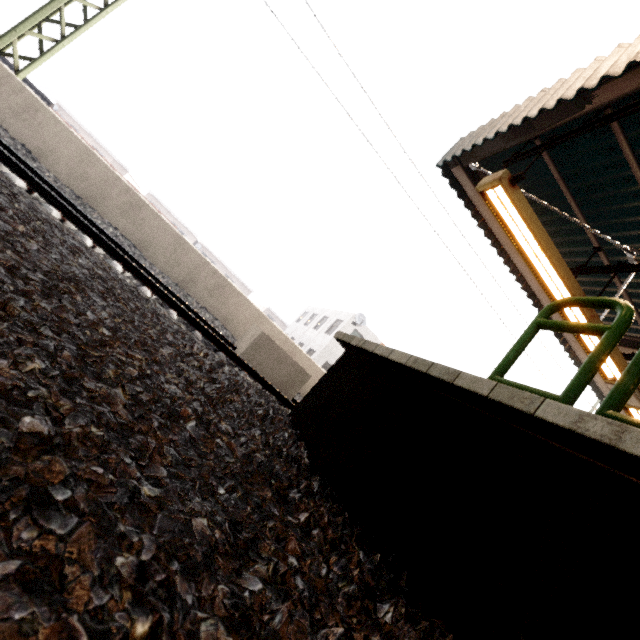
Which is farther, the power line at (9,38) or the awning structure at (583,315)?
the power line at (9,38)

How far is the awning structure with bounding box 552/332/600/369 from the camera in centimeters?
526cm

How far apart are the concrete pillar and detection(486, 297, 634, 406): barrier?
4.21m

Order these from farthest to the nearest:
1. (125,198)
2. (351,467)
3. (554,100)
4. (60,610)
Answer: (125,198) → (554,100) → (351,467) → (60,610)

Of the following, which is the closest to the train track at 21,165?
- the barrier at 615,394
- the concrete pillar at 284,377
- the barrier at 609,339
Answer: the concrete pillar at 284,377

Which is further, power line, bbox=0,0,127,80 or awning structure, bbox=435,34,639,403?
power line, bbox=0,0,127,80

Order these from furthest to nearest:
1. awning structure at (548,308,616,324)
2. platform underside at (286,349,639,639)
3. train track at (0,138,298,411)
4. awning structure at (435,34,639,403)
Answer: awning structure at (548,308,616,324) → train track at (0,138,298,411) → awning structure at (435,34,639,403) → platform underside at (286,349,639,639)

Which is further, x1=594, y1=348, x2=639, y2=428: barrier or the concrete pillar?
the concrete pillar
